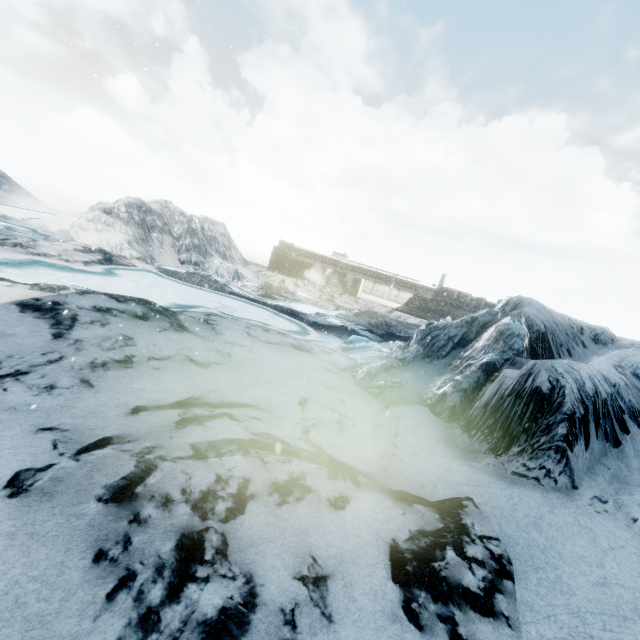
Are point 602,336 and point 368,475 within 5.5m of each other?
no
